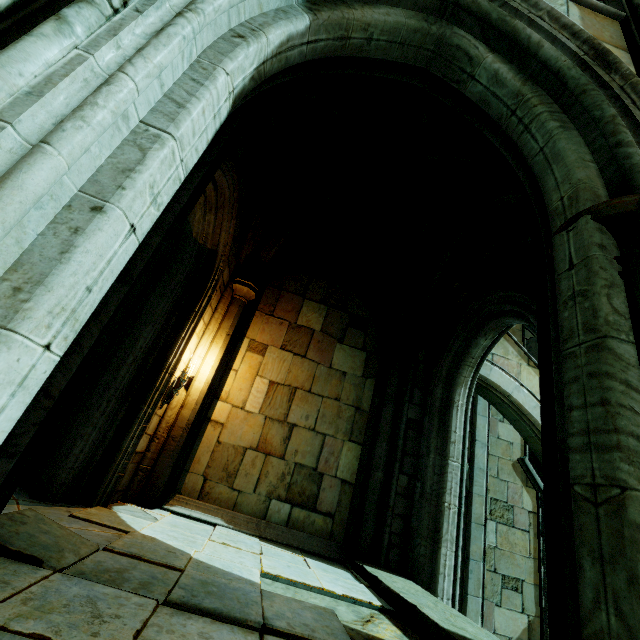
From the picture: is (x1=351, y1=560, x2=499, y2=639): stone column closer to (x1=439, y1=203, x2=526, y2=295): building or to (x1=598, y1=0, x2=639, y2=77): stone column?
(x1=598, y1=0, x2=639, y2=77): stone column

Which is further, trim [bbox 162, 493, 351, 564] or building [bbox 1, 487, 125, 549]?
trim [bbox 162, 493, 351, 564]

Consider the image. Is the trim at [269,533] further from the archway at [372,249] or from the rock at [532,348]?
the rock at [532,348]

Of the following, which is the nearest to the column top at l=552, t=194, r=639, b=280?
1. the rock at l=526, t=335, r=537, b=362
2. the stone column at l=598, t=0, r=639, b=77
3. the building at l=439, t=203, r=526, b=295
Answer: the stone column at l=598, t=0, r=639, b=77

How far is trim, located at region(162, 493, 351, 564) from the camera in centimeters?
564cm

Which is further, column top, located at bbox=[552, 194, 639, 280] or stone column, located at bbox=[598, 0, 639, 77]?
stone column, located at bbox=[598, 0, 639, 77]

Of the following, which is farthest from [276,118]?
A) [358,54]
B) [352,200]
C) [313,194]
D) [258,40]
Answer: [258,40]

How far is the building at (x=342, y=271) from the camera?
9.1m
